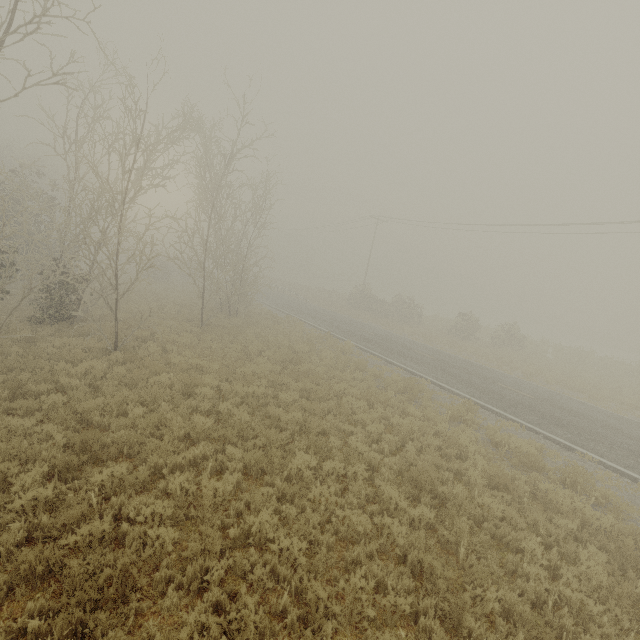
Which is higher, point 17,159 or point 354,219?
point 354,219
